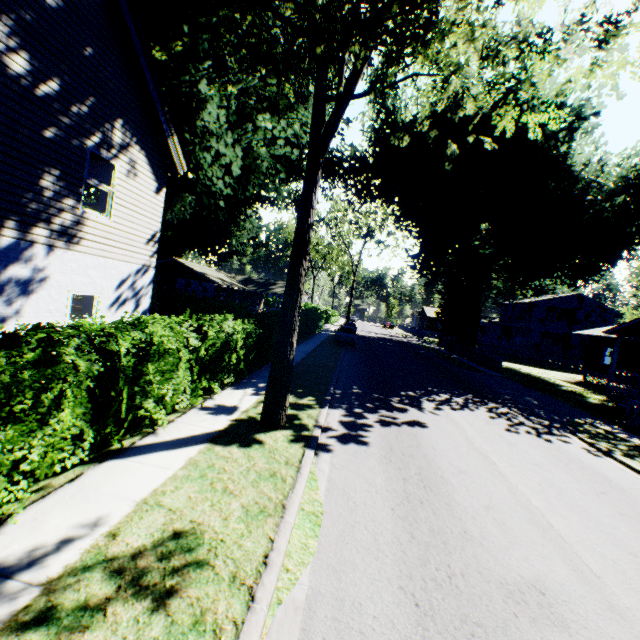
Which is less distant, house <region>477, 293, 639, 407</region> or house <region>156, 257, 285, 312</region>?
house <region>477, 293, 639, 407</region>

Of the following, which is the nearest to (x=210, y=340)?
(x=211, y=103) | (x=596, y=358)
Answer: (x=211, y=103)

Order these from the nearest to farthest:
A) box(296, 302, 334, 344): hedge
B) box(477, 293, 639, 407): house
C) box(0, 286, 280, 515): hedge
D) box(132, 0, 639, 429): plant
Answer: box(0, 286, 280, 515): hedge, box(132, 0, 639, 429): plant, box(477, 293, 639, 407): house, box(296, 302, 334, 344): hedge

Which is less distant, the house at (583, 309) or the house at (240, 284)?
the house at (583, 309)

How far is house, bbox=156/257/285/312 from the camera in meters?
37.2

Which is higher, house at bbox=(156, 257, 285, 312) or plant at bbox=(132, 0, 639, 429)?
plant at bbox=(132, 0, 639, 429)

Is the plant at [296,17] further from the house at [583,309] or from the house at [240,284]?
the house at [240,284]

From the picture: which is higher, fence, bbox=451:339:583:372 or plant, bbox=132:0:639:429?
plant, bbox=132:0:639:429
